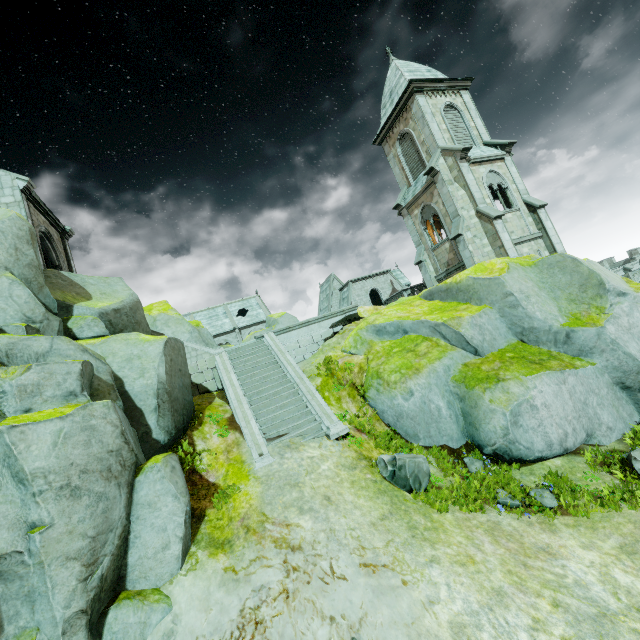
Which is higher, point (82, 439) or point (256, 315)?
point (256, 315)

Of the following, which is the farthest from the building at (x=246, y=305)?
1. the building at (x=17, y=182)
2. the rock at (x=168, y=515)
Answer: the building at (x=17, y=182)

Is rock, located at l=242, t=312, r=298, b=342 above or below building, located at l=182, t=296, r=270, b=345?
below

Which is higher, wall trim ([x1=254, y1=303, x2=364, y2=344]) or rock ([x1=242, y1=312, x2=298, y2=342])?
rock ([x1=242, y1=312, x2=298, y2=342])

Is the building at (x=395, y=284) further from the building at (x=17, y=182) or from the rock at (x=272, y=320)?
the building at (x=17, y=182)

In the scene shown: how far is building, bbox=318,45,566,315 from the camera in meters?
20.4

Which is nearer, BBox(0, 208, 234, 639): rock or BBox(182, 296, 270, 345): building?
A: BBox(0, 208, 234, 639): rock

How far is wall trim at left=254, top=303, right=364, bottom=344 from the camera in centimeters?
1684cm
